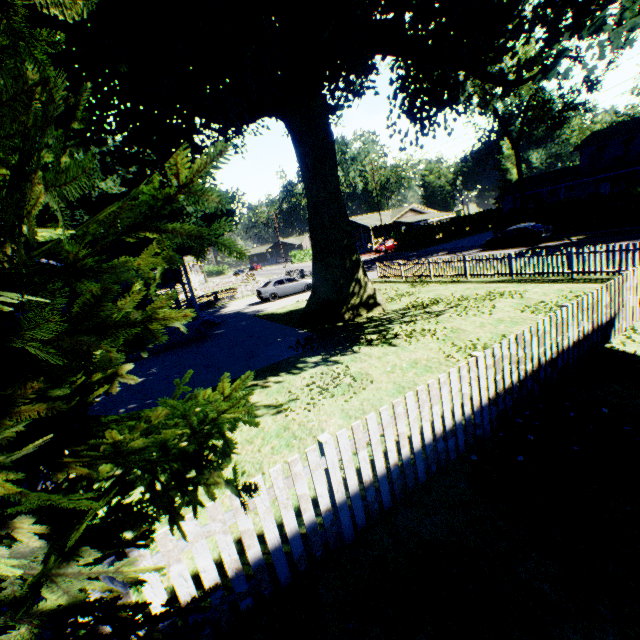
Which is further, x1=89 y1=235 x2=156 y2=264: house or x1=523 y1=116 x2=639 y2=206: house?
x1=523 y1=116 x2=639 y2=206: house

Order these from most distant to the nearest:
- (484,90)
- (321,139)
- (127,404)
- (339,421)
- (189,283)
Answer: (484,90)
(189,283)
(321,139)
(127,404)
(339,421)

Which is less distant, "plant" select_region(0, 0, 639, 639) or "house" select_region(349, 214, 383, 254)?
"plant" select_region(0, 0, 639, 639)

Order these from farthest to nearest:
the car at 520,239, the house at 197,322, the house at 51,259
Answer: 1. the car at 520,239
2. the house at 197,322
3. the house at 51,259

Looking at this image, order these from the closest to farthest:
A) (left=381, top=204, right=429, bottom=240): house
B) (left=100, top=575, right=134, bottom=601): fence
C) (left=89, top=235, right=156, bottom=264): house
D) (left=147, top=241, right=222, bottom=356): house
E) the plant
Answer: the plant < (left=100, top=575, right=134, bottom=601): fence < (left=89, top=235, right=156, bottom=264): house < (left=147, top=241, right=222, bottom=356): house < (left=381, top=204, right=429, bottom=240): house

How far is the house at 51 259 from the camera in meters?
5.7

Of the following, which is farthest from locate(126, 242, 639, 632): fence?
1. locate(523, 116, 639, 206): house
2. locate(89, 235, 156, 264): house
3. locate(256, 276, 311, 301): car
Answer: locate(523, 116, 639, 206): house

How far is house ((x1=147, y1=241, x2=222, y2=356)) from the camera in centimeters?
1609cm
